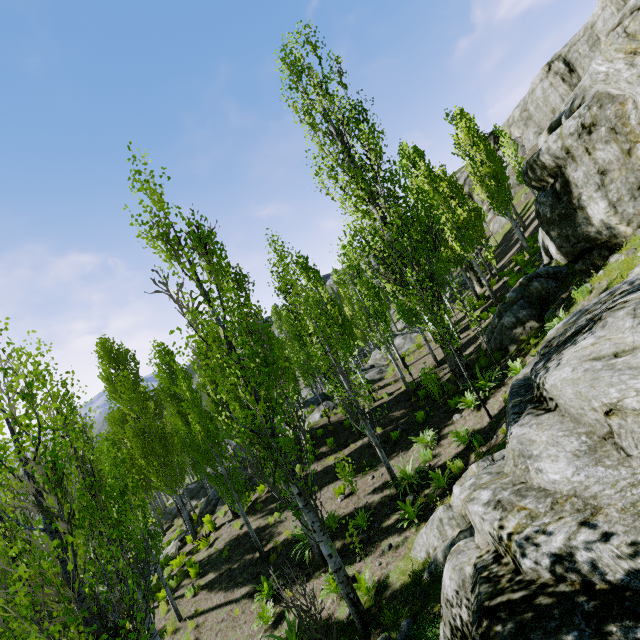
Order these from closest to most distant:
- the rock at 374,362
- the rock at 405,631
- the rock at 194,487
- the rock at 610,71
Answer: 1. the rock at 405,631
2. the rock at 610,71
3. the rock at 374,362
4. the rock at 194,487

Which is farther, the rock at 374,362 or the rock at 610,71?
the rock at 374,362

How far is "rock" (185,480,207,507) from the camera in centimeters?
2886cm

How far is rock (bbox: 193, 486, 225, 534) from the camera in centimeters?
2016cm

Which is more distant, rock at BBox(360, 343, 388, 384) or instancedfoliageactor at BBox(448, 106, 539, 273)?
rock at BBox(360, 343, 388, 384)

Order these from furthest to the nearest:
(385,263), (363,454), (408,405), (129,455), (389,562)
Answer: (129,455) → (408,405) → (363,454) → (385,263) → (389,562)

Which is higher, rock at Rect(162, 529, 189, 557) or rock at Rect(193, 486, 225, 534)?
rock at Rect(193, 486, 225, 534)
